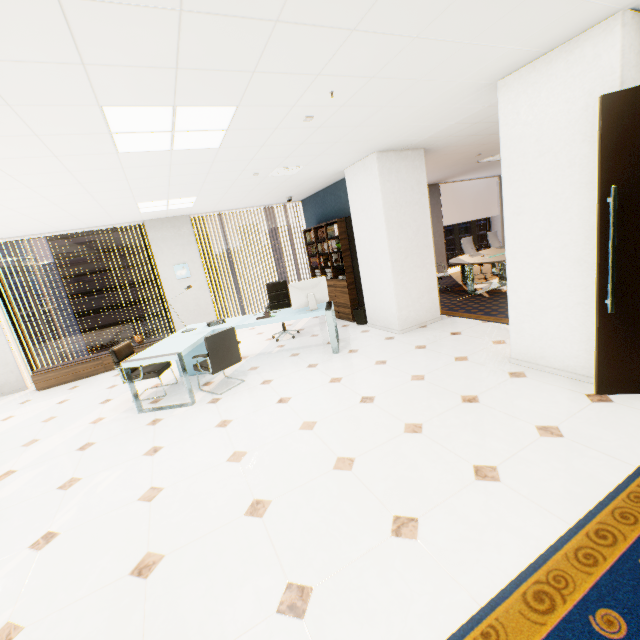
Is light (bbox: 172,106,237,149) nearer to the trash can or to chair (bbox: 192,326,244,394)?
chair (bbox: 192,326,244,394)

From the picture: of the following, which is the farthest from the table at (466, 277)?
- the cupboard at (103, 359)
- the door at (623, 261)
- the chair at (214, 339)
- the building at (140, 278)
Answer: the building at (140, 278)

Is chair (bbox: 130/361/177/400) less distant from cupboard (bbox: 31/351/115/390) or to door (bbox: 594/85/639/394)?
cupboard (bbox: 31/351/115/390)

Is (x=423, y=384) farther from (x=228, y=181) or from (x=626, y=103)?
(x=228, y=181)

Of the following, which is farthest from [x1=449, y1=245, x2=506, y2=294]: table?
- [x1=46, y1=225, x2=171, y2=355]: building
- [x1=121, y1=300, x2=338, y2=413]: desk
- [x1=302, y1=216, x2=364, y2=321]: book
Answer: [x1=46, y1=225, x2=171, y2=355]: building

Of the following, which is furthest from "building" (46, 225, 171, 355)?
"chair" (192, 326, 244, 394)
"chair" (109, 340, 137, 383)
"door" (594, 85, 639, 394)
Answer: "door" (594, 85, 639, 394)

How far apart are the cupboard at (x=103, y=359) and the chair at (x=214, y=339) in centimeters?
287cm

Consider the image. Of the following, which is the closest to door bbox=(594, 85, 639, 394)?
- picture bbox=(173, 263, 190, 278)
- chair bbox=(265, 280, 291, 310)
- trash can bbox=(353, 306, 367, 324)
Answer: trash can bbox=(353, 306, 367, 324)
